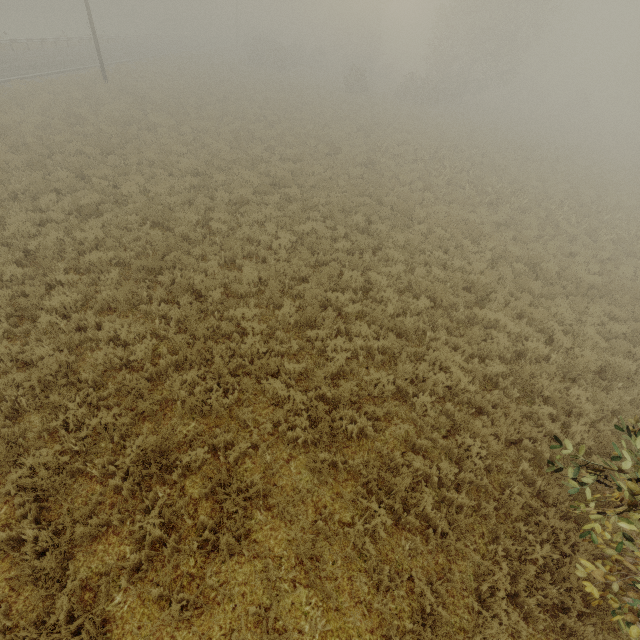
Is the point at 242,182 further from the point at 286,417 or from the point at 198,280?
the point at 286,417
